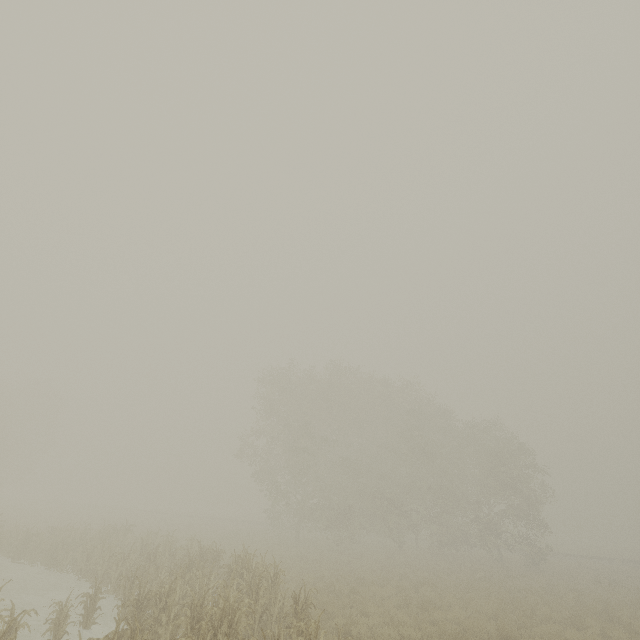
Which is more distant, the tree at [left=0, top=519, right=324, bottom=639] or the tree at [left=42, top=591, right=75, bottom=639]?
the tree at [left=42, top=591, right=75, bottom=639]

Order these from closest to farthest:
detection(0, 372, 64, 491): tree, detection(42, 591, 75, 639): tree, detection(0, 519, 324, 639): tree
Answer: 1. detection(0, 519, 324, 639): tree
2. detection(42, 591, 75, 639): tree
3. detection(0, 372, 64, 491): tree

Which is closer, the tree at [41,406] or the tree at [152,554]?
the tree at [152,554]

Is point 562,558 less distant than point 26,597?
No

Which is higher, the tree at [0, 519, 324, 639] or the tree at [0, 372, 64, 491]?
the tree at [0, 372, 64, 491]

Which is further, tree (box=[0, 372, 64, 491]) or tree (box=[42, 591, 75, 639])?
tree (box=[0, 372, 64, 491])

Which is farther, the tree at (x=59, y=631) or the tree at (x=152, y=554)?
the tree at (x=59, y=631)
